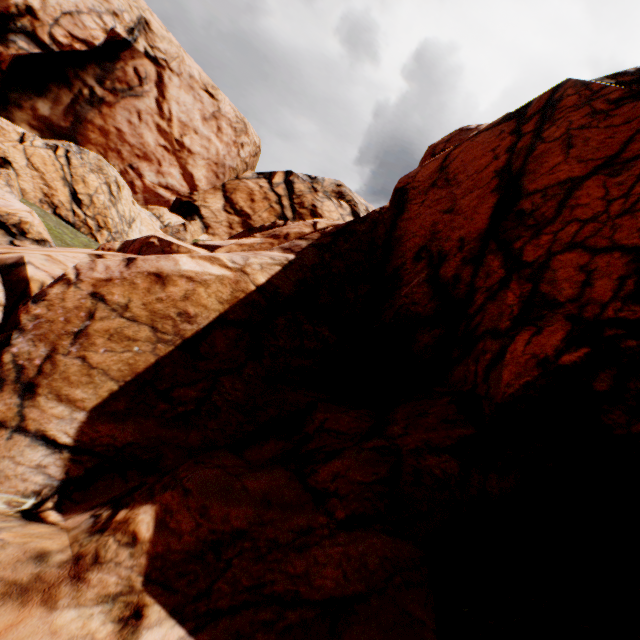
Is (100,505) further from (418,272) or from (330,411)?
(418,272)
